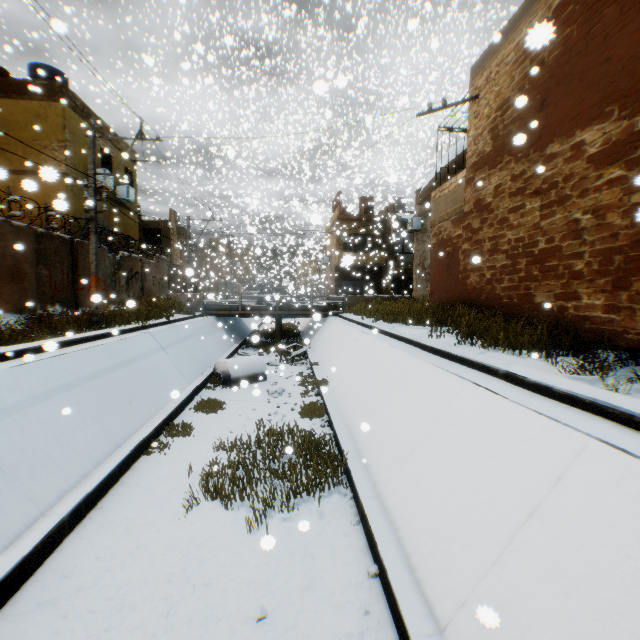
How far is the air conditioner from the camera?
21.78m

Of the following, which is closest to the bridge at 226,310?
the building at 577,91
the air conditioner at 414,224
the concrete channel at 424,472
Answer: the concrete channel at 424,472

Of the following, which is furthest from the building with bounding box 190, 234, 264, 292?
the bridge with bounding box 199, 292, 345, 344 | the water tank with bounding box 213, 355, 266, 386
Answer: the water tank with bounding box 213, 355, 266, 386

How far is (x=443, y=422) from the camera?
5.1m

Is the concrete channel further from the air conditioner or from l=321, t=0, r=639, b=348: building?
the air conditioner

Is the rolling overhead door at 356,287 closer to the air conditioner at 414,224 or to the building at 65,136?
the building at 65,136

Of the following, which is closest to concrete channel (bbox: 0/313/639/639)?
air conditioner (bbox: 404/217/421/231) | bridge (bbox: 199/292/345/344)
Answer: bridge (bbox: 199/292/345/344)

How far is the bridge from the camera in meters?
21.9 m
